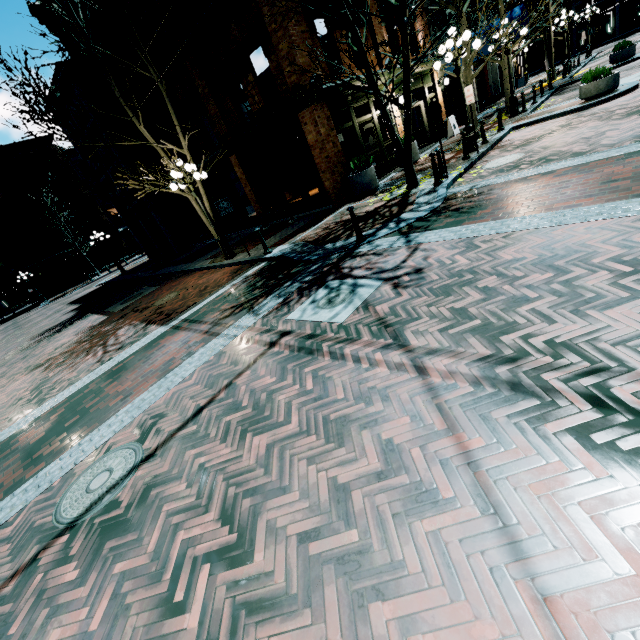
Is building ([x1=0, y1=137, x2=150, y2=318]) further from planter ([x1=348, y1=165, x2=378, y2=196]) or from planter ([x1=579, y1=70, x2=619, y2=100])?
planter ([x1=579, y1=70, x2=619, y2=100])

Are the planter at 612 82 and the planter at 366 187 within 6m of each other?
no

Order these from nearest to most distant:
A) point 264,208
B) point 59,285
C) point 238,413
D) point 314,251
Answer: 1. point 238,413
2. point 314,251
3. point 264,208
4. point 59,285

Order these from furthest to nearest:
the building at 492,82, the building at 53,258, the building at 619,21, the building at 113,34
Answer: the building at 619,21 < the building at 53,258 < the building at 492,82 < the building at 113,34

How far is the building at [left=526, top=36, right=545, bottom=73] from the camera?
43.3 meters

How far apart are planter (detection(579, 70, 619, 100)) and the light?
3.73m

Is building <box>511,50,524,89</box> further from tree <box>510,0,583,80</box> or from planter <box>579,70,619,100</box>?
planter <box>579,70,619,100</box>

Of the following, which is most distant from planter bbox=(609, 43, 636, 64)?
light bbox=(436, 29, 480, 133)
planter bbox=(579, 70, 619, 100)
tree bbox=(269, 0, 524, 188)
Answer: light bbox=(436, 29, 480, 133)
